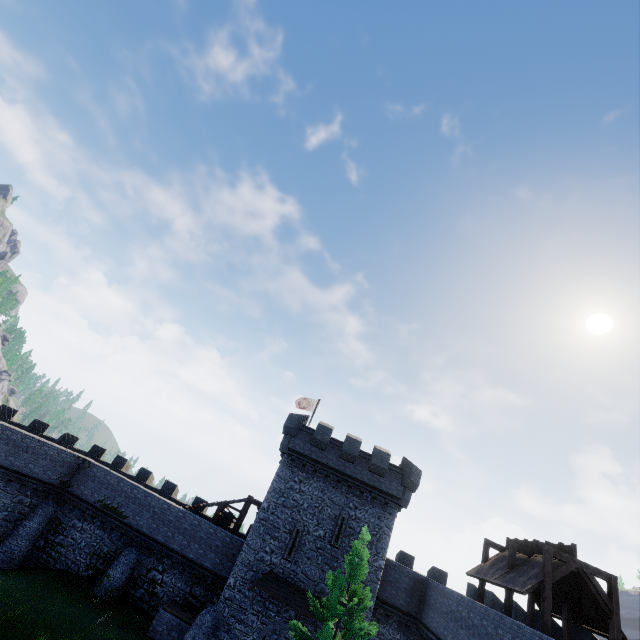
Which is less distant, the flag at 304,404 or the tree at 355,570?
the tree at 355,570

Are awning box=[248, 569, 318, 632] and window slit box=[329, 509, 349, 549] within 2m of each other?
no

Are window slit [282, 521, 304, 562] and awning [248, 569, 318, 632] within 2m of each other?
yes

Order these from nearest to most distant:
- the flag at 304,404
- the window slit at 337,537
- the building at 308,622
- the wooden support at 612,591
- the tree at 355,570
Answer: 1. the wooden support at 612,591
2. the tree at 355,570
3. the building at 308,622
4. the window slit at 337,537
5. the flag at 304,404

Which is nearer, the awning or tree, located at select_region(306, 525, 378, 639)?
tree, located at select_region(306, 525, 378, 639)

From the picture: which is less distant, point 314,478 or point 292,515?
point 292,515

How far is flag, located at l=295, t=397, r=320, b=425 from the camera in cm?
3422

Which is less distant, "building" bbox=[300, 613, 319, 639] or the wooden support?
the wooden support
